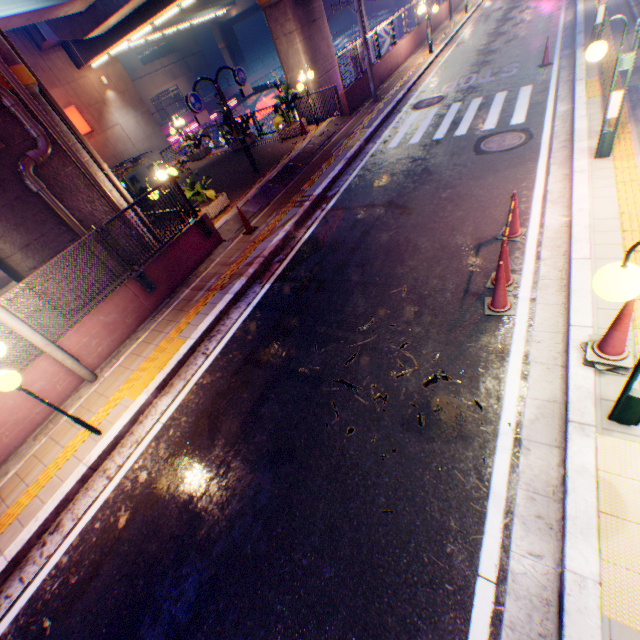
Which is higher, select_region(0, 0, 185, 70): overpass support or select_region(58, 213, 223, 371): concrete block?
select_region(0, 0, 185, 70): overpass support

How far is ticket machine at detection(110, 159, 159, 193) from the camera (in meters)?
17.33

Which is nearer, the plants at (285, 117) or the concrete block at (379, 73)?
the plants at (285, 117)

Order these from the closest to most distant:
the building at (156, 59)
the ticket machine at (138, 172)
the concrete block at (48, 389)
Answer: the concrete block at (48, 389) → the ticket machine at (138, 172) → the building at (156, 59)

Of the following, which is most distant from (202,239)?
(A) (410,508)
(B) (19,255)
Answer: (A) (410,508)

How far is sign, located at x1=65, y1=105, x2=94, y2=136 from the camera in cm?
2100

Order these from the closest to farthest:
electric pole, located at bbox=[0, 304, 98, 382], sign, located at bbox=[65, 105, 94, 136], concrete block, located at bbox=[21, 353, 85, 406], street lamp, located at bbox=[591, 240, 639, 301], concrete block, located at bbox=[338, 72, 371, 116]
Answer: street lamp, located at bbox=[591, 240, 639, 301]
electric pole, located at bbox=[0, 304, 98, 382]
concrete block, located at bbox=[21, 353, 85, 406]
concrete block, located at bbox=[338, 72, 371, 116]
sign, located at bbox=[65, 105, 94, 136]

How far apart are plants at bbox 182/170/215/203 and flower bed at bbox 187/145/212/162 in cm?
853
